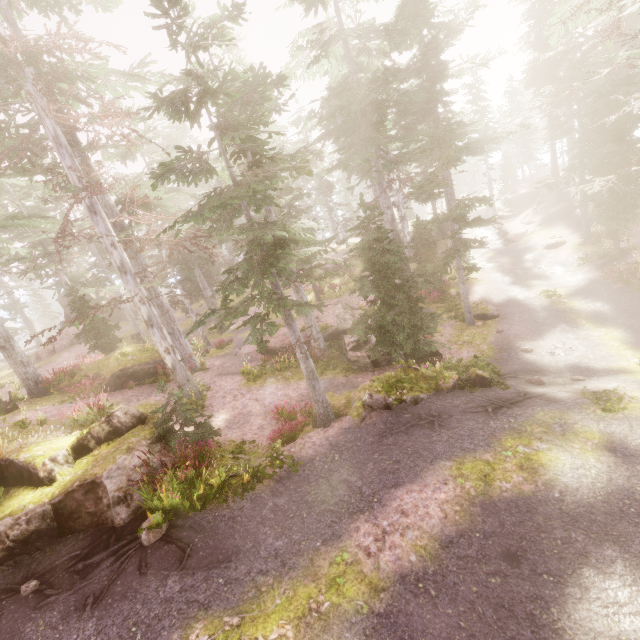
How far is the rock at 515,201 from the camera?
34.9 meters

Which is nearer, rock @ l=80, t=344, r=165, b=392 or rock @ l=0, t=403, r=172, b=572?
rock @ l=0, t=403, r=172, b=572

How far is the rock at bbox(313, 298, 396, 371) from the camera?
17.1m

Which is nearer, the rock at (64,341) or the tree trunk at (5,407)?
the tree trunk at (5,407)

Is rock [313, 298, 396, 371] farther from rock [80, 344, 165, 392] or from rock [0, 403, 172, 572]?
rock [0, 403, 172, 572]

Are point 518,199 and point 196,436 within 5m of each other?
no

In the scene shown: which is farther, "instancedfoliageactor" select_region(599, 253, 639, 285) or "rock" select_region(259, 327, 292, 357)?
"rock" select_region(259, 327, 292, 357)

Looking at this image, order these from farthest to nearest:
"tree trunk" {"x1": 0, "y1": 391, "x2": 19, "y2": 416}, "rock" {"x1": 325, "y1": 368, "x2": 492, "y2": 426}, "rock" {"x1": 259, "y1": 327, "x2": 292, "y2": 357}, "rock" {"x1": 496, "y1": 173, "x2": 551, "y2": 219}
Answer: "rock" {"x1": 496, "y1": 173, "x2": 551, "y2": 219}, "rock" {"x1": 259, "y1": 327, "x2": 292, "y2": 357}, "tree trunk" {"x1": 0, "y1": 391, "x2": 19, "y2": 416}, "rock" {"x1": 325, "y1": 368, "x2": 492, "y2": 426}
